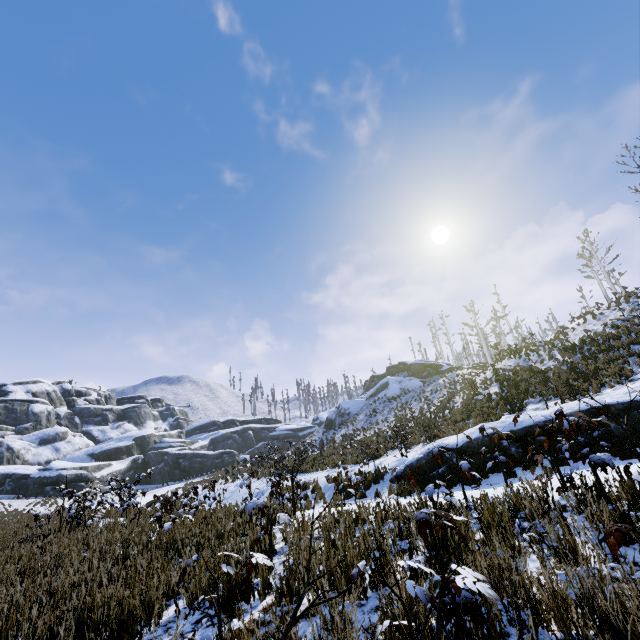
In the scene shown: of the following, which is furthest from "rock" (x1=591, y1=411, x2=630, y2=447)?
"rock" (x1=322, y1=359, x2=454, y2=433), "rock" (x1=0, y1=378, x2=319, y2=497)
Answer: "rock" (x1=0, y1=378, x2=319, y2=497)

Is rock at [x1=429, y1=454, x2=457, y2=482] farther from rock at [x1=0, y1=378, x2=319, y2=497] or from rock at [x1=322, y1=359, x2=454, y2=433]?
rock at [x1=0, y1=378, x2=319, y2=497]

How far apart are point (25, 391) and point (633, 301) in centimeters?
7627cm

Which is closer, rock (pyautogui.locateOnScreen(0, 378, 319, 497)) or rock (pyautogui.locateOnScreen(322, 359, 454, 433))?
rock (pyautogui.locateOnScreen(0, 378, 319, 497))

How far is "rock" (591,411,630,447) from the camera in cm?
749

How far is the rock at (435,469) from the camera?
9.5 meters
